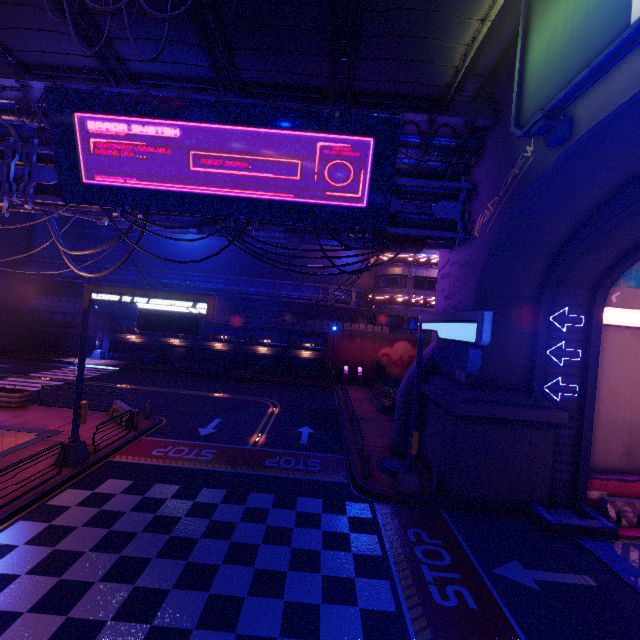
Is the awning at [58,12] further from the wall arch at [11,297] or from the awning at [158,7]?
the wall arch at [11,297]

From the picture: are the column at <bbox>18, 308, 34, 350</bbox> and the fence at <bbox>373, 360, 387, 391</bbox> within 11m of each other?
no

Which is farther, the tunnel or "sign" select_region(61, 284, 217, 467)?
"sign" select_region(61, 284, 217, 467)

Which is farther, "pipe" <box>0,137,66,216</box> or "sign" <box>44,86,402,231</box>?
"pipe" <box>0,137,66,216</box>

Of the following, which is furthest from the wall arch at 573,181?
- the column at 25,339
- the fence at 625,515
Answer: the column at 25,339

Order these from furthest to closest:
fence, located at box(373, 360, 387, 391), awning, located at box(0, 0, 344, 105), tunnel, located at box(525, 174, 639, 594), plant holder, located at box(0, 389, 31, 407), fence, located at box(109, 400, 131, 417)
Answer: fence, located at box(373, 360, 387, 391)
plant holder, located at box(0, 389, 31, 407)
fence, located at box(109, 400, 131, 417)
tunnel, located at box(525, 174, 639, 594)
awning, located at box(0, 0, 344, 105)

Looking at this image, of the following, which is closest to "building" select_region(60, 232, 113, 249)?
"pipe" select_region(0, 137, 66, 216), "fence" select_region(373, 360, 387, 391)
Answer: "pipe" select_region(0, 137, 66, 216)

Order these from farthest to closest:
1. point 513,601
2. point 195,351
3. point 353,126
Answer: point 195,351 < point 353,126 < point 513,601
